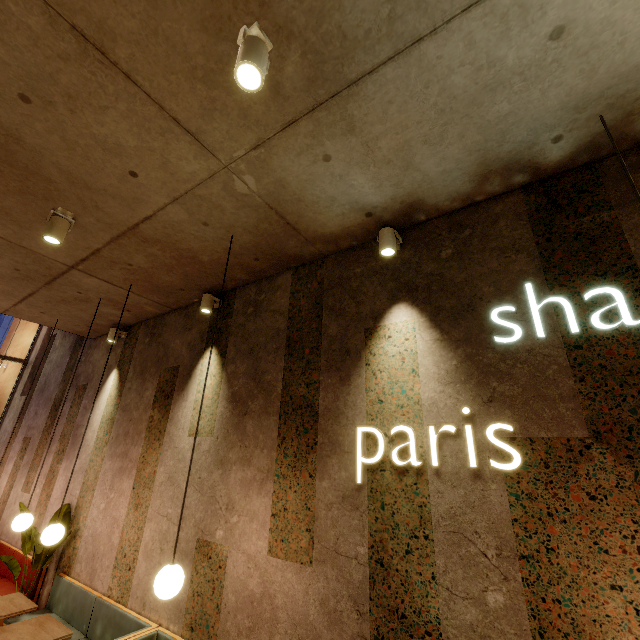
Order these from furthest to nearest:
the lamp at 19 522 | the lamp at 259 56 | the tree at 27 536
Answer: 1. the tree at 27 536
2. the lamp at 19 522
3. the lamp at 259 56

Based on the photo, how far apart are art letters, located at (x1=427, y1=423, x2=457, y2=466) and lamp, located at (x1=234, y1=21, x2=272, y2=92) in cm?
248

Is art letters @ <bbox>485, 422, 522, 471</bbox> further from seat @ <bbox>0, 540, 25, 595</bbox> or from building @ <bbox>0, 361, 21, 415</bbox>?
seat @ <bbox>0, 540, 25, 595</bbox>

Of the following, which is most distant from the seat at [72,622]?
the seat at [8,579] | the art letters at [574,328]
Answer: the art letters at [574,328]

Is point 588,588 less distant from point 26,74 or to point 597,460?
point 597,460

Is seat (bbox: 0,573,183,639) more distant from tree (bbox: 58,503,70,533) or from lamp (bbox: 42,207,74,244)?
lamp (bbox: 42,207,74,244)

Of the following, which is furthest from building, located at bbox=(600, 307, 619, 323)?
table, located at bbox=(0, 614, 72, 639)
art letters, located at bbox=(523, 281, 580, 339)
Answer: table, located at bbox=(0, 614, 72, 639)
